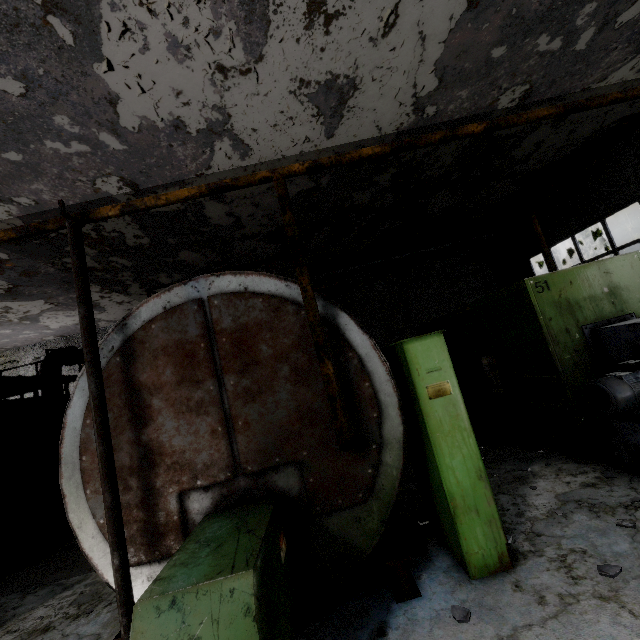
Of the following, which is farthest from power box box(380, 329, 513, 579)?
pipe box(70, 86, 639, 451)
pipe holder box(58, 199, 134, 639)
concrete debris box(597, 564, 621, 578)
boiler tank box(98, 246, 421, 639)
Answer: pipe box(70, 86, 639, 451)

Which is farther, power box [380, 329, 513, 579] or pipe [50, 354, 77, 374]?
pipe [50, 354, 77, 374]

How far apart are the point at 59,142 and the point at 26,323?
10.6 meters

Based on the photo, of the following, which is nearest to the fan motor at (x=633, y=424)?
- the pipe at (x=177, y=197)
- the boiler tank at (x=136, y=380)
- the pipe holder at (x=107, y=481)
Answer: the boiler tank at (x=136, y=380)

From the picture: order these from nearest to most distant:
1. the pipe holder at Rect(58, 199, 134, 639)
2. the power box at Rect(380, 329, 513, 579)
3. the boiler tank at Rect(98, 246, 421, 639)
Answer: the boiler tank at Rect(98, 246, 421, 639) → the pipe holder at Rect(58, 199, 134, 639) → the power box at Rect(380, 329, 513, 579)

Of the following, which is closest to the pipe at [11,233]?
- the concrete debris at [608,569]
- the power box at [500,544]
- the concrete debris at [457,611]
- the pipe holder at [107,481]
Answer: the concrete debris at [608,569]

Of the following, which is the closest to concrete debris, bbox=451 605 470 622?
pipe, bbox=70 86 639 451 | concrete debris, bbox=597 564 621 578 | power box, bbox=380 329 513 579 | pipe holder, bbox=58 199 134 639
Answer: power box, bbox=380 329 513 579

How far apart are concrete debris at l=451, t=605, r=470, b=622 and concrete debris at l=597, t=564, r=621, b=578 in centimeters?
126cm
